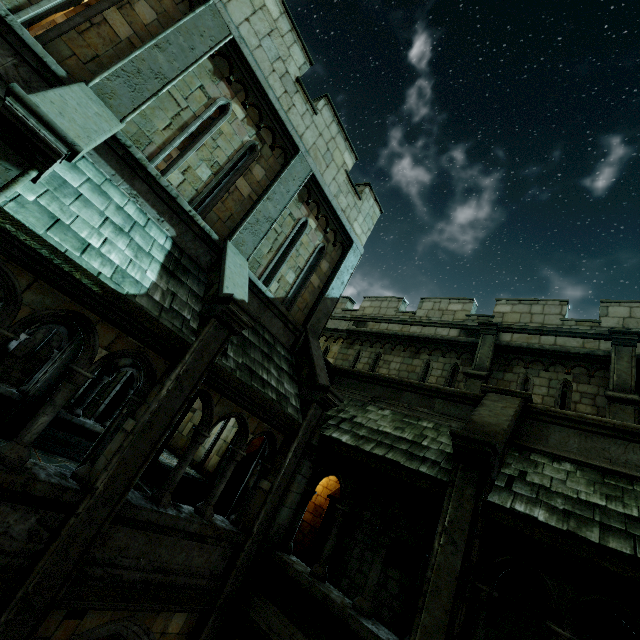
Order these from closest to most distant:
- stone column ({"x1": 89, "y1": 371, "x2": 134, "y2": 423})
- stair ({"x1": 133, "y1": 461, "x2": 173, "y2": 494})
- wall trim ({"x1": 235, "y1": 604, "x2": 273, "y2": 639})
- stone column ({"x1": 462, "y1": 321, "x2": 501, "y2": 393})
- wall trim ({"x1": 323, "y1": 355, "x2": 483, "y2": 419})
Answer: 1. wall trim ({"x1": 235, "y1": 604, "x2": 273, "y2": 639})
2. wall trim ({"x1": 323, "y1": 355, "x2": 483, "y2": 419})
3. stair ({"x1": 133, "y1": 461, "x2": 173, "y2": 494})
4. stone column ({"x1": 462, "y1": 321, "x2": 501, "y2": 393})
5. stone column ({"x1": 89, "y1": 371, "x2": 134, "y2": 423})

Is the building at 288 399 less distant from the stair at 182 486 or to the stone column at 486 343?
the stair at 182 486

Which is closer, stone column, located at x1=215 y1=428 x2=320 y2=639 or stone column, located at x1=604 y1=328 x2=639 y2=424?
stone column, located at x1=215 y1=428 x2=320 y2=639

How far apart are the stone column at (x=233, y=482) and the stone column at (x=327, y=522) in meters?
4.2

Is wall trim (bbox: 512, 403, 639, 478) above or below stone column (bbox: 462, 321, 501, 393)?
below

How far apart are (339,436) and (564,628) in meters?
4.3

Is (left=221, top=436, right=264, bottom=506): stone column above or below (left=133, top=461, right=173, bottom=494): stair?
above

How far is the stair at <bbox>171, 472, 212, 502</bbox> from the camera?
10.5m
